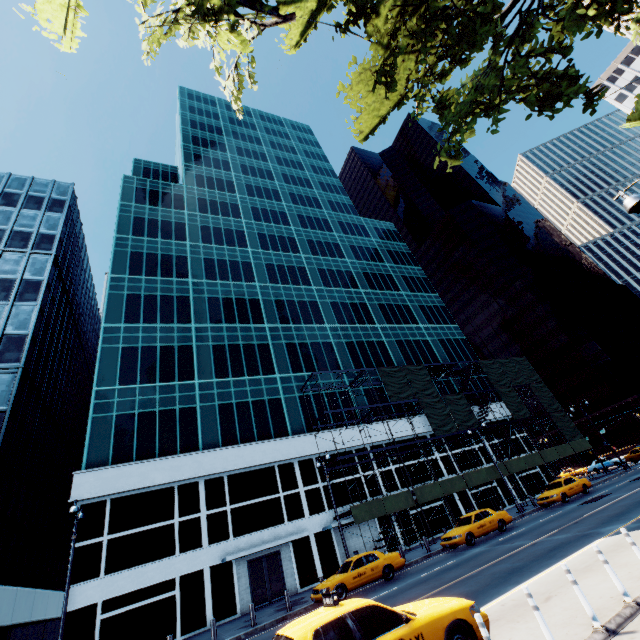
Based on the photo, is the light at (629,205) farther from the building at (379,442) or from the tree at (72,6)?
the building at (379,442)

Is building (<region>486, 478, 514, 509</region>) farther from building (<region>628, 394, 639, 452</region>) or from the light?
building (<region>628, 394, 639, 452</region>)

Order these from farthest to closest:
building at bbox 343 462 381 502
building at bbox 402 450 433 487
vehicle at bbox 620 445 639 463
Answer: vehicle at bbox 620 445 639 463
building at bbox 402 450 433 487
building at bbox 343 462 381 502

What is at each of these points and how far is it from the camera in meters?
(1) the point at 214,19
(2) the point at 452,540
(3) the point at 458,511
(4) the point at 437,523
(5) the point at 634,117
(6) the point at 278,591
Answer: (1) tree, 11.9
(2) vehicle, 19.2
(3) building, 31.6
(4) building, 30.2
(5) tree, 29.8
(6) door, 22.8

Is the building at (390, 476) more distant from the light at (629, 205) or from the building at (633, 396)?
the building at (633, 396)

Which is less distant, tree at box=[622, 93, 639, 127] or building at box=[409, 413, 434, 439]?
tree at box=[622, 93, 639, 127]

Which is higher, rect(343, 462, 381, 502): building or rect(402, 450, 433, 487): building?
rect(402, 450, 433, 487): building

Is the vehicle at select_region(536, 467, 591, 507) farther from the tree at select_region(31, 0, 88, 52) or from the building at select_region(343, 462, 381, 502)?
the tree at select_region(31, 0, 88, 52)
